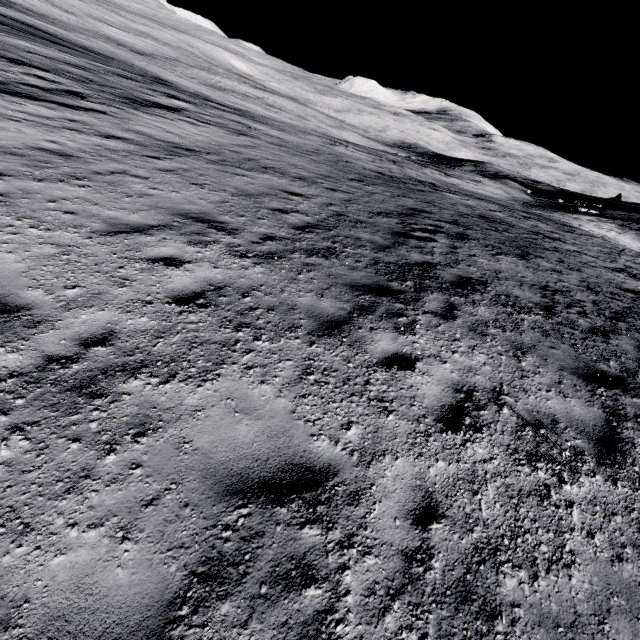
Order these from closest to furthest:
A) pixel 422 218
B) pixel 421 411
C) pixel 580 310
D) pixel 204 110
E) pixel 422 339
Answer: pixel 421 411, pixel 422 339, pixel 580 310, pixel 422 218, pixel 204 110
